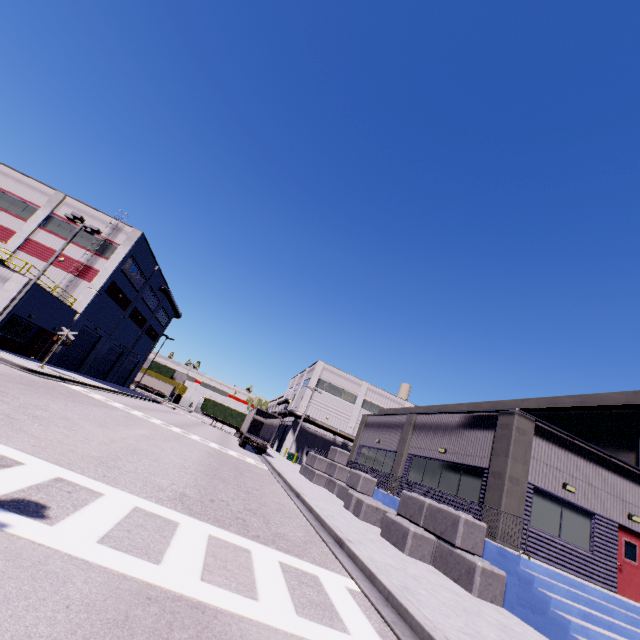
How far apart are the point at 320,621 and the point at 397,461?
17.0m

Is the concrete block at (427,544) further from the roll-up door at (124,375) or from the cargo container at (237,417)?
the roll-up door at (124,375)

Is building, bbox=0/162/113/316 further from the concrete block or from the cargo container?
the cargo container

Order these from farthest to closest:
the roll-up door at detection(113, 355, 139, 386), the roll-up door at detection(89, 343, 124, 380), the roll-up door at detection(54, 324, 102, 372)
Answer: the roll-up door at detection(113, 355, 139, 386) < the roll-up door at detection(89, 343, 124, 380) < the roll-up door at detection(54, 324, 102, 372)

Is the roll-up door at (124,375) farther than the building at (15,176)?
Yes

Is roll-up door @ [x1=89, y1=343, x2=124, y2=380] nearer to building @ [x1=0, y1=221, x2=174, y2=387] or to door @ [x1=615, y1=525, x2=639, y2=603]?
building @ [x1=0, y1=221, x2=174, y2=387]

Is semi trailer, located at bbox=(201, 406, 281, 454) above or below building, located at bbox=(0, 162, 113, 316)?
below

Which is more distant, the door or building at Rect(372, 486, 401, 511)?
building at Rect(372, 486, 401, 511)
